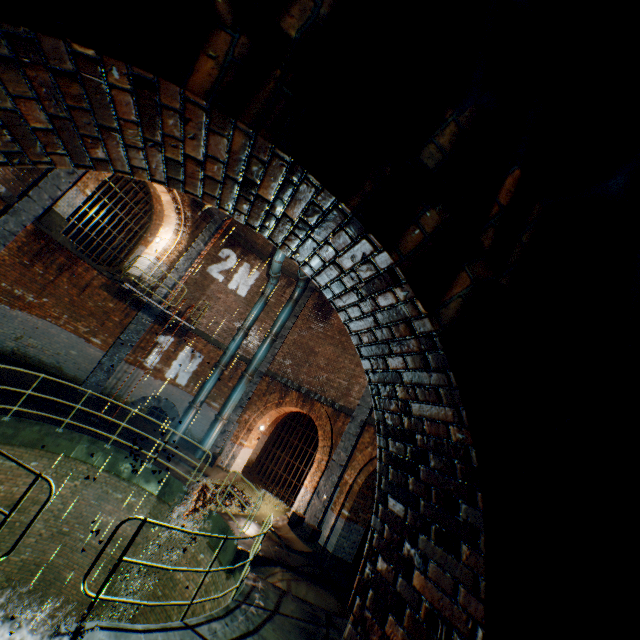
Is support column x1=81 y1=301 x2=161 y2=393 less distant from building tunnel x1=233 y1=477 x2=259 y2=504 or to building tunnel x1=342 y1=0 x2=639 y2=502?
building tunnel x1=342 y1=0 x2=639 y2=502

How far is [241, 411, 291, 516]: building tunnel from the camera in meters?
13.7

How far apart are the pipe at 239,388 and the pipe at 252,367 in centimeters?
7cm

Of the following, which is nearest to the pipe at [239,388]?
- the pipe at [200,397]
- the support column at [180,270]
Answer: the pipe at [200,397]

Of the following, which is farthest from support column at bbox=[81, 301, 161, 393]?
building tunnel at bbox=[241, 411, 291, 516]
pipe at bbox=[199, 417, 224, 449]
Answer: building tunnel at bbox=[241, 411, 291, 516]

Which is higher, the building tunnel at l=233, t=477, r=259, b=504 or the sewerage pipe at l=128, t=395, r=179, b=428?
the sewerage pipe at l=128, t=395, r=179, b=428

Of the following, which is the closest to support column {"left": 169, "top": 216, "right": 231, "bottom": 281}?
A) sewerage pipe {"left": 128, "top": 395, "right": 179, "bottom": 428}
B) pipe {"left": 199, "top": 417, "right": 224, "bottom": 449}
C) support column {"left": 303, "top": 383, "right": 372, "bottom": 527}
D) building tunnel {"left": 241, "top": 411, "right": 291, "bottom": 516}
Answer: sewerage pipe {"left": 128, "top": 395, "right": 179, "bottom": 428}

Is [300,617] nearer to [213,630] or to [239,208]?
[213,630]
